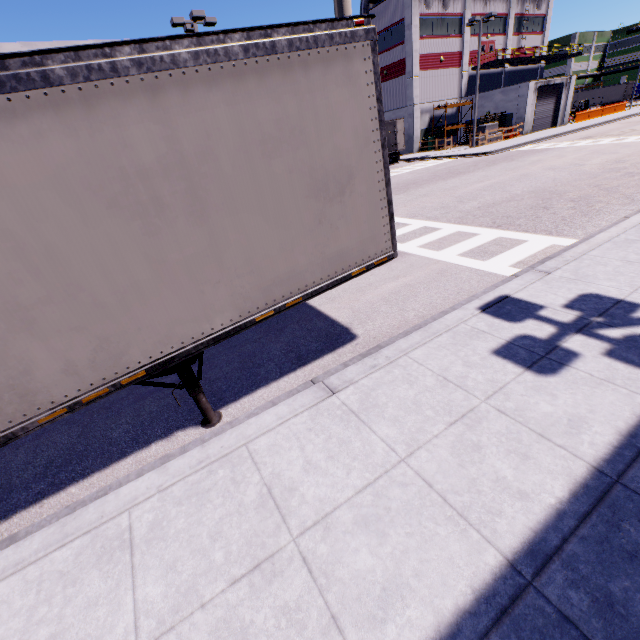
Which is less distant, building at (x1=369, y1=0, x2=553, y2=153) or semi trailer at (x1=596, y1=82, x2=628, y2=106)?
building at (x1=369, y1=0, x2=553, y2=153)

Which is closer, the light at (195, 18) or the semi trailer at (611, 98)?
the light at (195, 18)

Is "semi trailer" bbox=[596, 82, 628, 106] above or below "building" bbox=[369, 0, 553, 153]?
below

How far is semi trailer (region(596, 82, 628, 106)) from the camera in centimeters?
5709cm

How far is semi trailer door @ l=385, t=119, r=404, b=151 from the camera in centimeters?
3053cm

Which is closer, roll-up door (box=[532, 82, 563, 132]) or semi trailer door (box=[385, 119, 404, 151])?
semi trailer door (box=[385, 119, 404, 151])

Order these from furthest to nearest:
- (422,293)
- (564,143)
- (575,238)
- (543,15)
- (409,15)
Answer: (543,15) < (409,15) < (564,143) < (575,238) < (422,293)

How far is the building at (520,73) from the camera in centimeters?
3372cm
